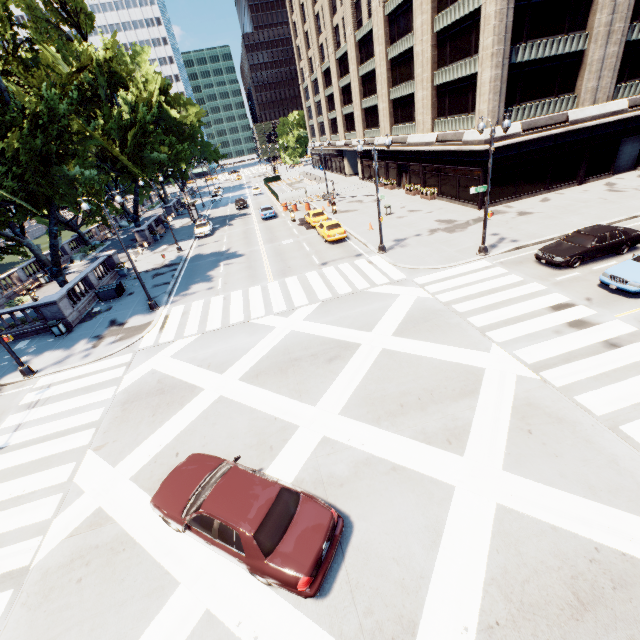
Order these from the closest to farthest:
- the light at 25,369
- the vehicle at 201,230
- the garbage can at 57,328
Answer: the light at 25,369 < the garbage can at 57,328 < the vehicle at 201,230

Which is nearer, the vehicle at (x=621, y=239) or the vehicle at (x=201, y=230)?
the vehicle at (x=621, y=239)

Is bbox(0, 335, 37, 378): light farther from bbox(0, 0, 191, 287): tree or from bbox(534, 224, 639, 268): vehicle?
bbox(534, 224, 639, 268): vehicle

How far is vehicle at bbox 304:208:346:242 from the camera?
27.1 meters

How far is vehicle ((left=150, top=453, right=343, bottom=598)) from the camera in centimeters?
663cm

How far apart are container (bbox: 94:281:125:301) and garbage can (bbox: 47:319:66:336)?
4.33m

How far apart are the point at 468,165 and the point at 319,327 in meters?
22.3

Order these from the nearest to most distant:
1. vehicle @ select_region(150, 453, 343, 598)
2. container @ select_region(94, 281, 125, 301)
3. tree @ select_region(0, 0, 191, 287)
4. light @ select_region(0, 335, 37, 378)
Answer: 1. vehicle @ select_region(150, 453, 343, 598)
2. light @ select_region(0, 335, 37, 378)
3. tree @ select_region(0, 0, 191, 287)
4. container @ select_region(94, 281, 125, 301)
